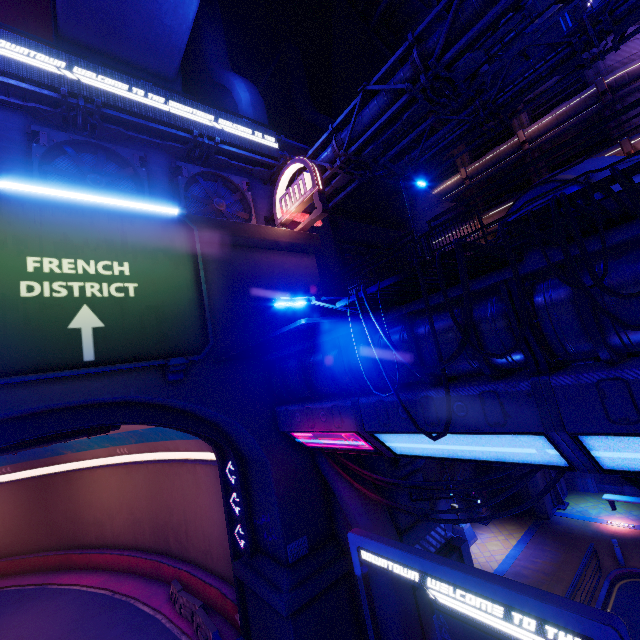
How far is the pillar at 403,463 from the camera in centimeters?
1353cm

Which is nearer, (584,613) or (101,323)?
(584,613)

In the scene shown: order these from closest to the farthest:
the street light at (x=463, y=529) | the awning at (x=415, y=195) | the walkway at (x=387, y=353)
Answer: the walkway at (x=387, y=353), the street light at (x=463, y=529), the awning at (x=415, y=195)

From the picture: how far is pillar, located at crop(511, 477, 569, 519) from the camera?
19.7 meters

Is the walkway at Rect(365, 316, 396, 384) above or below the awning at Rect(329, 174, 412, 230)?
below

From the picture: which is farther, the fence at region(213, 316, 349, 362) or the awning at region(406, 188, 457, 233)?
the awning at region(406, 188, 457, 233)

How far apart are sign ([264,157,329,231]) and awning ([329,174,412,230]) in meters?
4.9

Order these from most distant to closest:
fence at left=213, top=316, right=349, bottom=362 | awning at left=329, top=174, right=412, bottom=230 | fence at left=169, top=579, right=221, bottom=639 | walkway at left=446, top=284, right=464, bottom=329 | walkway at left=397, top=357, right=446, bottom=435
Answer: awning at left=329, top=174, right=412, bottom=230 → fence at left=169, top=579, right=221, bottom=639 → fence at left=213, top=316, right=349, bottom=362 → walkway at left=397, top=357, right=446, bottom=435 → walkway at left=446, top=284, right=464, bottom=329
